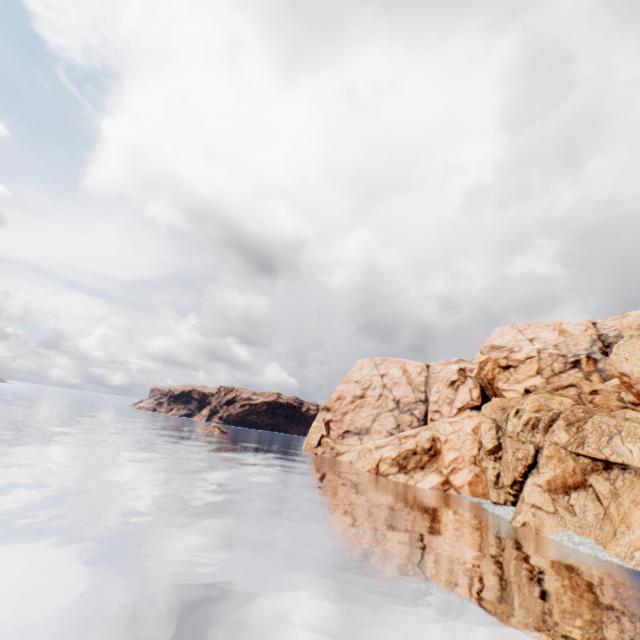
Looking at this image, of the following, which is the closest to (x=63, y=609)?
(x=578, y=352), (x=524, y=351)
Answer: (x=524, y=351)
